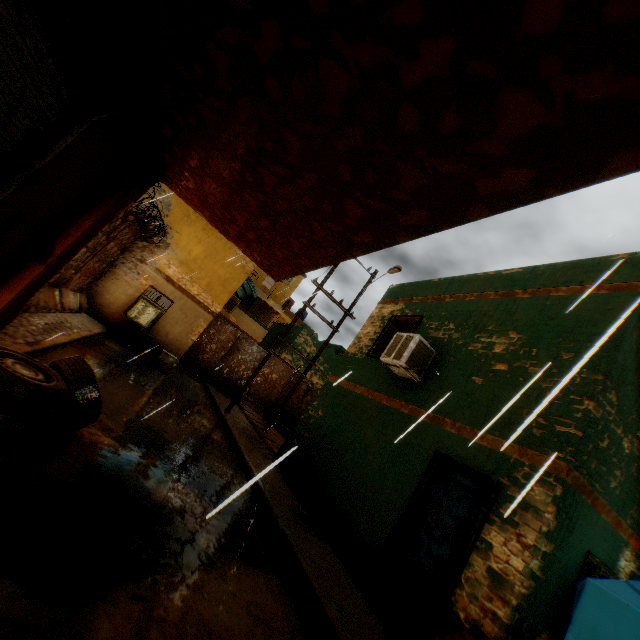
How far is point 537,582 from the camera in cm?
397

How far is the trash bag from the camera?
12.0m

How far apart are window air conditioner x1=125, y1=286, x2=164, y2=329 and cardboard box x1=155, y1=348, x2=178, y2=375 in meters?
1.1

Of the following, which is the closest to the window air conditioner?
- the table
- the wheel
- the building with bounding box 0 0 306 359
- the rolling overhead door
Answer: the building with bounding box 0 0 306 359

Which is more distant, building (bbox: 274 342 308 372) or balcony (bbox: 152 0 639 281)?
building (bbox: 274 342 308 372)

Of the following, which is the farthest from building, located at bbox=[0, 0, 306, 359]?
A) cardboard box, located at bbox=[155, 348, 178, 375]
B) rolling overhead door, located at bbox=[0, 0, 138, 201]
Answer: cardboard box, located at bbox=[155, 348, 178, 375]

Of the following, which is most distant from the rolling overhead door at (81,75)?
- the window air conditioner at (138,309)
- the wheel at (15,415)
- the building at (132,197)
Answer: the window air conditioner at (138,309)

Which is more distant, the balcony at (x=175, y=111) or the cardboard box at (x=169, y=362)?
the cardboard box at (x=169, y=362)
